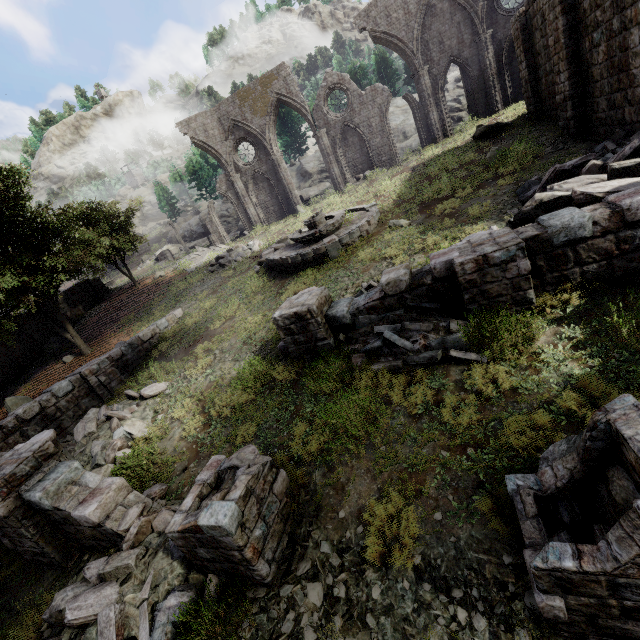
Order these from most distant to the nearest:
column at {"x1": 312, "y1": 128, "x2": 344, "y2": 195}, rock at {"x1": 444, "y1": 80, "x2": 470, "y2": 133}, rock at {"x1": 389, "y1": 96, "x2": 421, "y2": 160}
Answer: rock at {"x1": 389, "y1": 96, "x2": 421, "y2": 160}, rock at {"x1": 444, "y1": 80, "x2": 470, "y2": 133}, column at {"x1": 312, "y1": 128, "x2": 344, "y2": 195}

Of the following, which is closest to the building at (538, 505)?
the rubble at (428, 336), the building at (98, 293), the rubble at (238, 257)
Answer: the rubble at (428, 336)

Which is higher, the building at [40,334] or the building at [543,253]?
the building at [40,334]

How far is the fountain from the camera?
13.89m

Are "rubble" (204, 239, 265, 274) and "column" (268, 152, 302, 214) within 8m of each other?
yes

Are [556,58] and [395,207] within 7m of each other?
no

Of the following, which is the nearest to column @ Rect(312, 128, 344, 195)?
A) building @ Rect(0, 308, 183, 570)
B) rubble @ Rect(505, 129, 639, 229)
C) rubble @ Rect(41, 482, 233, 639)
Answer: building @ Rect(0, 308, 183, 570)

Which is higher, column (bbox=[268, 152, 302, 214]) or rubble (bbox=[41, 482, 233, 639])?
column (bbox=[268, 152, 302, 214])
